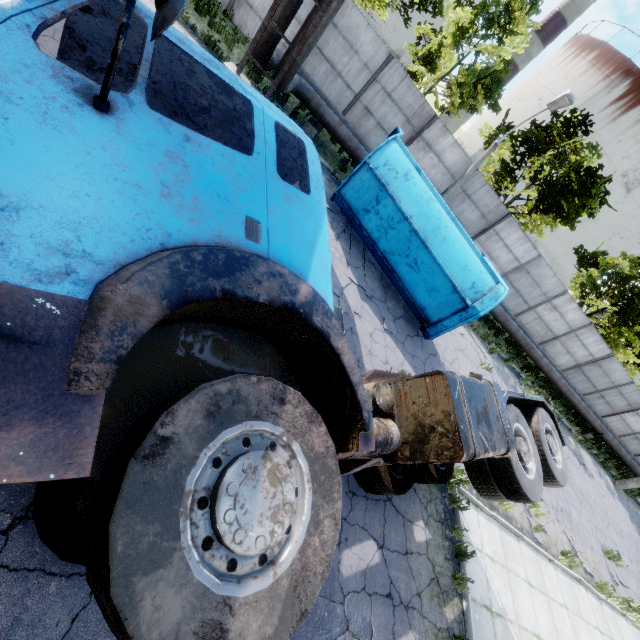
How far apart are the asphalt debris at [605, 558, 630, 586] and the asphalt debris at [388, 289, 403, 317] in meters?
12.0 m

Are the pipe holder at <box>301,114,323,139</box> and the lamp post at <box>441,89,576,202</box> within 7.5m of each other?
yes

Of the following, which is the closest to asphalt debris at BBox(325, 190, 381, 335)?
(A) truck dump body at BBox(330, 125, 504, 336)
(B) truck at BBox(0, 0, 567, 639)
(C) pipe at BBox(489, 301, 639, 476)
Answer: (A) truck dump body at BBox(330, 125, 504, 336)

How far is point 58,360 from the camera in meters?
1.2

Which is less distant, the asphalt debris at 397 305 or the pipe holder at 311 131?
the asphalt debris at 397 305

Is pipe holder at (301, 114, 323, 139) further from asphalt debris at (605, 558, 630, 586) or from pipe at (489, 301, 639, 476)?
asphalt debris at (605, 558, 630, 586)

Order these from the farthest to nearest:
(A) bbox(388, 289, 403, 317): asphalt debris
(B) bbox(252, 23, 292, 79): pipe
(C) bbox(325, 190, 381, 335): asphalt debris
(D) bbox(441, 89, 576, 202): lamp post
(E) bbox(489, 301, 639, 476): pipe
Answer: (E) bbox(489, 301, 639, 476): pipe, (D) bbox(441, 89, 576, 202): lamp post, (A) bbox(388, 289, 403, 317): asphalt debris, (B) bbox(252, 23, 292, 79): pipe, (C) bbox(325, 190, 381, 335): asphalt debris

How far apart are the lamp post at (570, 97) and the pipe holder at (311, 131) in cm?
556
